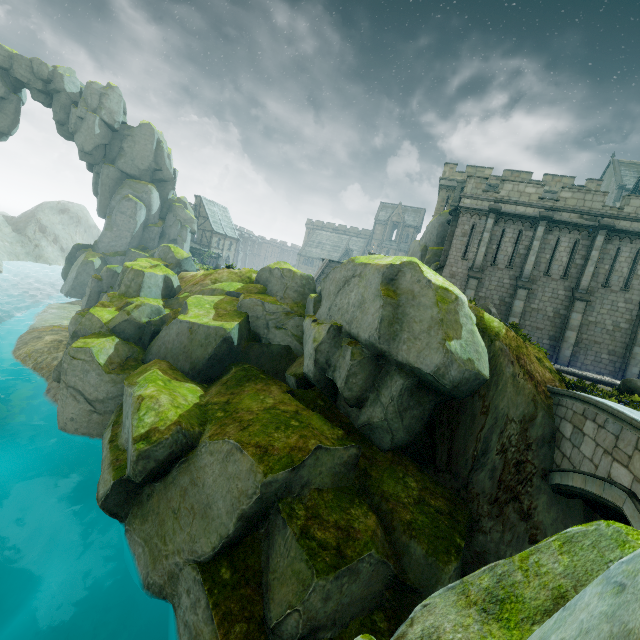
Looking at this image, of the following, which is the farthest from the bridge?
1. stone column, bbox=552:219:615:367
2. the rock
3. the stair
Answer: the stair

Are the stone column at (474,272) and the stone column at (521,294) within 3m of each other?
yes

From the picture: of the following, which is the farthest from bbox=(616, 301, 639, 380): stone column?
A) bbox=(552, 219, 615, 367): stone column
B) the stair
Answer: the stair

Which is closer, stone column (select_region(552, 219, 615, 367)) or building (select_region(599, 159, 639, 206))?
stone column (select_region(552, 219, 615, 367))

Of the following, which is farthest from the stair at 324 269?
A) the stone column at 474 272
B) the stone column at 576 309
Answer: the stone column at 576 309

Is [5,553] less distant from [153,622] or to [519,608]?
[153,622]

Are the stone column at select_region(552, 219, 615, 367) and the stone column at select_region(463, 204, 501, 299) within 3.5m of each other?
no

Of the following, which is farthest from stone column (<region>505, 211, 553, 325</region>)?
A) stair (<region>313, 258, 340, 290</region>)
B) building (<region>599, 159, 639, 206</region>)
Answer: building (<region>599, 159, 639, 206</region>)
